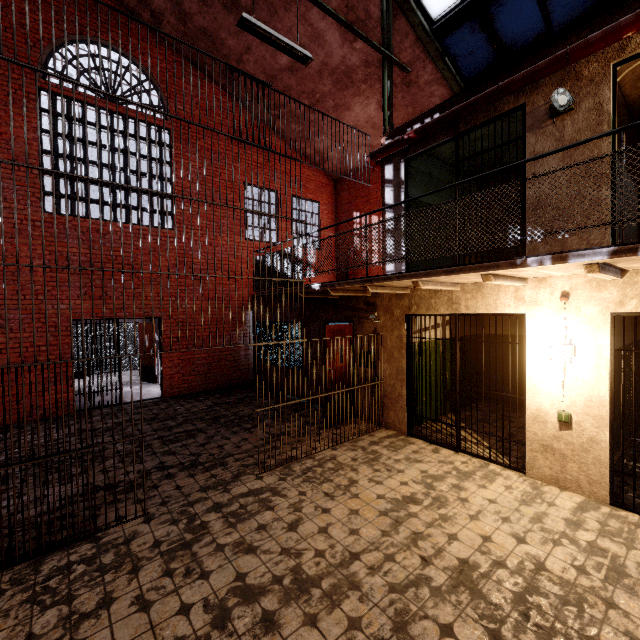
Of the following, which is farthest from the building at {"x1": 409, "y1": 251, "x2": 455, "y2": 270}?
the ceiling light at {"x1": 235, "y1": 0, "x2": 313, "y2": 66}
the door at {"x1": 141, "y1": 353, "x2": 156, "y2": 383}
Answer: the door at {"x1": 141, "y1": 353, "x2": 156, "y2": 383}

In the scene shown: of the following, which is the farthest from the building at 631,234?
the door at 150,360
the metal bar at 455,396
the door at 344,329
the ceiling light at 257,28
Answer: the door at 150,360

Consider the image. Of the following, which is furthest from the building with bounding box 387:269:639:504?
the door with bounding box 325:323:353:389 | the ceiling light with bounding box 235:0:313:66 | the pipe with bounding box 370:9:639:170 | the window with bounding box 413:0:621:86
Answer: the window with bounding box 413:0:621:86

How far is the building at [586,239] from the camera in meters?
4.0

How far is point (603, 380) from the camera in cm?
400

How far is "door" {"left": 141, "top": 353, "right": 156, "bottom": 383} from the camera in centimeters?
1138cm

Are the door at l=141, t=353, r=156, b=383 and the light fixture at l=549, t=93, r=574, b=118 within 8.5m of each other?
no

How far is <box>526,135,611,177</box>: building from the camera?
3.9 meters
